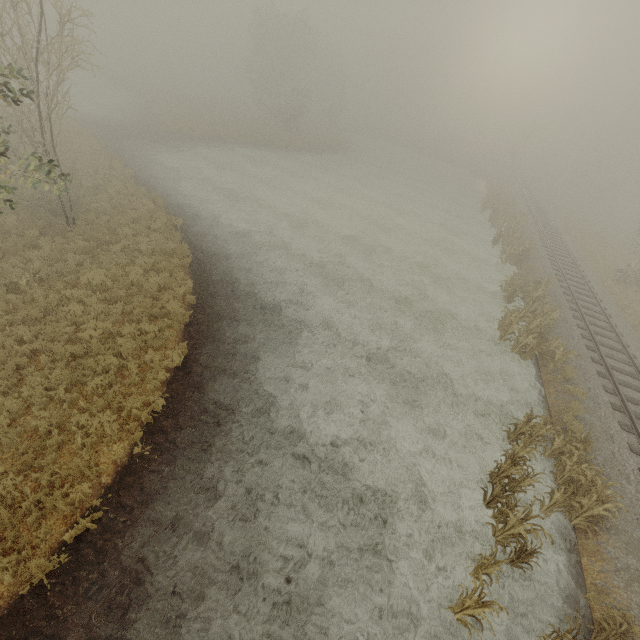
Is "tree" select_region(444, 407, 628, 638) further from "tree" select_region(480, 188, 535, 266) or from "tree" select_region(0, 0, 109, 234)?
"tree" select_region(0, 0, 109, 234)

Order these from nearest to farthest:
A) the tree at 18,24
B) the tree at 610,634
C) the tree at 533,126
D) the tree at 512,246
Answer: the tree at 610,634 < the tree at 18,24 < the tree at 512,246 < the tree at 533,126

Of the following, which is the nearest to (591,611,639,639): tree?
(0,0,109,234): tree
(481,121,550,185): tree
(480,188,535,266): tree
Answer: (480,188,535,266): tree

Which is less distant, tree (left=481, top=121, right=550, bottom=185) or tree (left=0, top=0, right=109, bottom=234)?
tree (left=0, top=0, right=109, bottom=234)

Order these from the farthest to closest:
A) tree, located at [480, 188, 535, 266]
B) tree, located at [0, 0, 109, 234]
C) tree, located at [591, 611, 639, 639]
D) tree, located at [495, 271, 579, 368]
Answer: tree, located at [480, 188, 535, 266]
tree, located at [495, 271, 579, 368]
tree, located at [0, 0, 109, 234]
tree, located at [591, 611, 639, 639]

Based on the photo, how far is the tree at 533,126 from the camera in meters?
42.3

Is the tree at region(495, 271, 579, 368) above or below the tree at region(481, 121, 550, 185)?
below

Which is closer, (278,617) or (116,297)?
(278,617)
